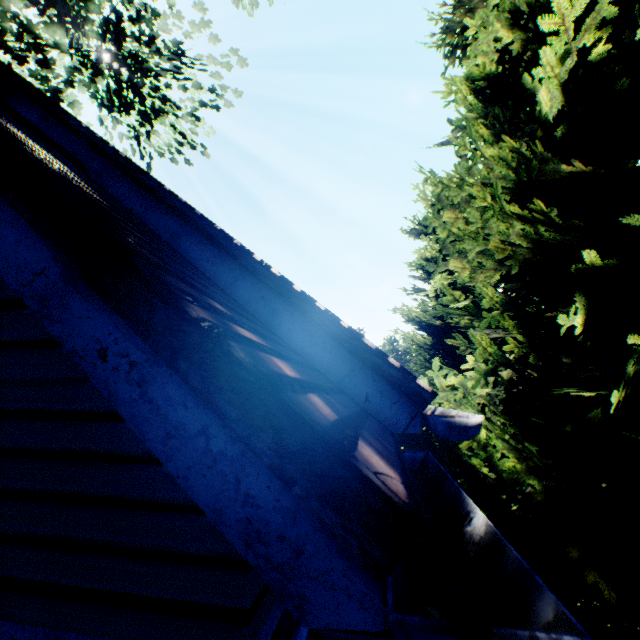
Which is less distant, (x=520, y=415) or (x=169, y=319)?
(x=169, y=319)

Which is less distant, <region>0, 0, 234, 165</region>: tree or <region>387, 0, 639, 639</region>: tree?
<region>387, 0, 639, 639</region>: tree

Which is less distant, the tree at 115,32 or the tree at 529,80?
the tree at 529,80
